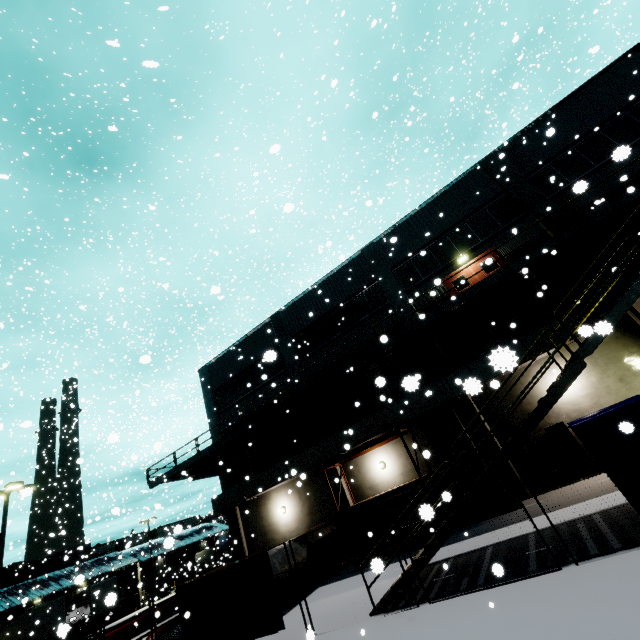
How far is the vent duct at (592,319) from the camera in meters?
3.6

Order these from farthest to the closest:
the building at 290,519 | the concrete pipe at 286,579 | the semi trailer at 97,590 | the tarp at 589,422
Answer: the semi trailer at 97,590
the building at 290,519
the concrete pipe at 286,579
the tarp at 589,422

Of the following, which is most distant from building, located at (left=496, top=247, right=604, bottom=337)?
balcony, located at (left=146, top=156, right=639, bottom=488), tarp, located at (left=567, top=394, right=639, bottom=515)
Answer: tarp, located at (left=567, top=394, right=639, bottom=515)

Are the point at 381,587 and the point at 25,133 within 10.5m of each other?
no

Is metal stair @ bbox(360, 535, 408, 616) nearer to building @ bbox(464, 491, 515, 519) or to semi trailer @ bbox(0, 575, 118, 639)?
building @ bbox(464, 491, 515, 519)

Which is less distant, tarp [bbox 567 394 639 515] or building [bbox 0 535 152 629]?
tarp [bbox 567 394 639 515]

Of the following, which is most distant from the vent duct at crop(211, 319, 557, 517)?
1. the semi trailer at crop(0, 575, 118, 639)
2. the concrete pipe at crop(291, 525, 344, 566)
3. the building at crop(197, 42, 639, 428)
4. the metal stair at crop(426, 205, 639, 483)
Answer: the metal stair at crop(426, 205, 639, 483)

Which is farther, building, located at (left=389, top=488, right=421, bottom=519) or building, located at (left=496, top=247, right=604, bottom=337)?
building, located at (left=389, top=488, right=421, bottom=519)
